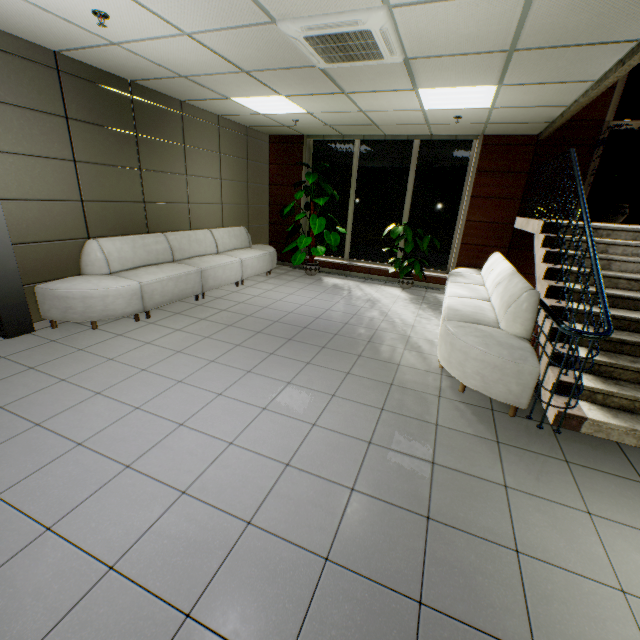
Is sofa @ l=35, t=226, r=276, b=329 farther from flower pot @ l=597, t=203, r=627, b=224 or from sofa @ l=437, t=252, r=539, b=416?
flower pot @ l=597, t=203, r=627, b=224

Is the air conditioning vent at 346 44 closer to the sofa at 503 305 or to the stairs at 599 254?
the stairs at 599 254

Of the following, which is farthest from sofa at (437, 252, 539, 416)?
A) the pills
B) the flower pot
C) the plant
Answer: the pills

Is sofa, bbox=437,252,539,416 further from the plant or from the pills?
the pills

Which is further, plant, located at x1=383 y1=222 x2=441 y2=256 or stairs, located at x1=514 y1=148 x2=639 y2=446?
plant, located at x1=383 y1=222 x2=441 y2=256

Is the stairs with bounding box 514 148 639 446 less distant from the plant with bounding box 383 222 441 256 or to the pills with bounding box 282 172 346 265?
the plant with bounding box 383 222 441 256

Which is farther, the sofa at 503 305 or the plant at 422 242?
the plant at 422 242

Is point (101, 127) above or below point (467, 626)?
above
